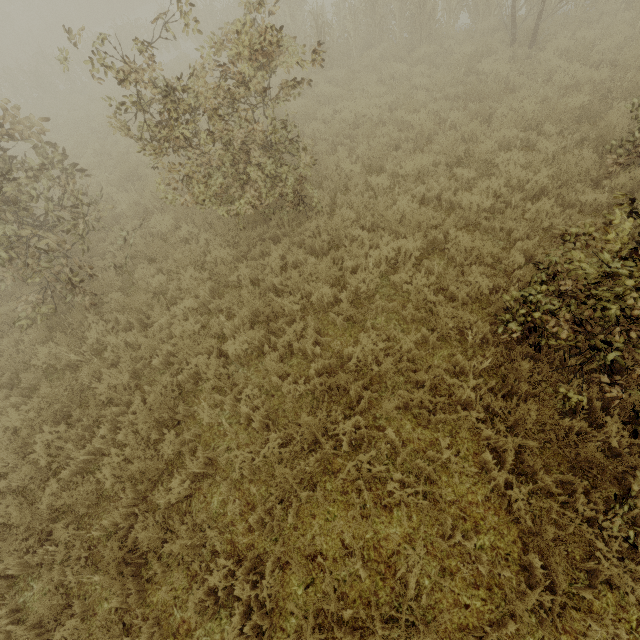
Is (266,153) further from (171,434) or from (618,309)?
(618,309)

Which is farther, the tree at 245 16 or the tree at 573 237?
the tree at 245 16

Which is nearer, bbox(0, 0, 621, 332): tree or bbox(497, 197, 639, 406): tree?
bbox(497, 197, 639, 406): tree
